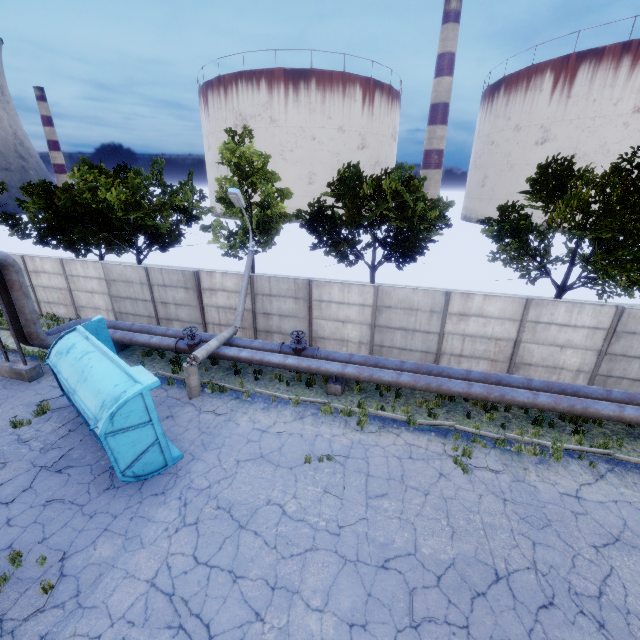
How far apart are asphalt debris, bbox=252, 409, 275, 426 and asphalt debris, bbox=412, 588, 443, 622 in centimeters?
544cm

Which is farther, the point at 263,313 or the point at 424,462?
the point at 263,313

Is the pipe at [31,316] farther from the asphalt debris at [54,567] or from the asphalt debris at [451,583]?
the asphalt debris at [451,583]

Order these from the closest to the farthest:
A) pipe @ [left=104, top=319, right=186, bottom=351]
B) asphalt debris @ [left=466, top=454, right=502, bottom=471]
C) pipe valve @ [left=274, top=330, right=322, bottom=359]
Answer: asphalt debris @ [left=466, top=454, right=502, bottom=471] → pipe valve @ [left=274, top=330, right=322, bottom=359] → pipe @ [left=104, top=319, right=186, bottom=351]

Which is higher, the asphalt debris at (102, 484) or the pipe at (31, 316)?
the pipe at (31, 316)

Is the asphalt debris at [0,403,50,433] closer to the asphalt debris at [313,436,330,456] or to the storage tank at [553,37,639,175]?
the asphalt debris at [313,436,330,456]

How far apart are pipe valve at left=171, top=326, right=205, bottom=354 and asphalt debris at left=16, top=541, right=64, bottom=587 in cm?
728

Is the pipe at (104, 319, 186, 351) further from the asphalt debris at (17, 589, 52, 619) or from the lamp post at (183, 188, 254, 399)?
the asphalt debris at (17, 589, 52, 619)
